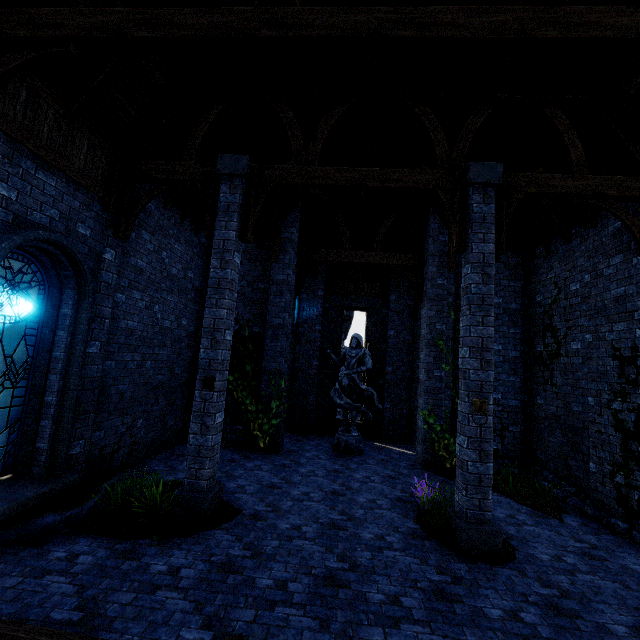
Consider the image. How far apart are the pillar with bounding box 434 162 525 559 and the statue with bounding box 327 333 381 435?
4.9 meters

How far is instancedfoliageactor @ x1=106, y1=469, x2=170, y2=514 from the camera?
5.5 meters

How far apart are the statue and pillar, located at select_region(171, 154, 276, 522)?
5.1m

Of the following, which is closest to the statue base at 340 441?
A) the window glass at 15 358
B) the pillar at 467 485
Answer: the pillar at 467 485

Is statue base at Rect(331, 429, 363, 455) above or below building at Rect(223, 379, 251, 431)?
below

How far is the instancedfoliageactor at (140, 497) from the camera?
5.5m

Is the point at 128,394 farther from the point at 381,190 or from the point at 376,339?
the point at 376,339

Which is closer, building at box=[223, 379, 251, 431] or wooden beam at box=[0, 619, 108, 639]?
wooden beam at box=[0, 619, 108, 639]
